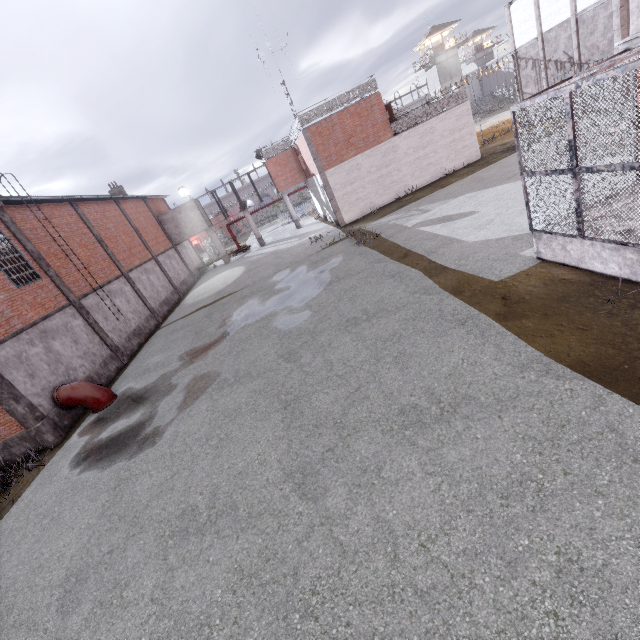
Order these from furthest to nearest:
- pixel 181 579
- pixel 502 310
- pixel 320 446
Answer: pixel 502 310 < pixel 320 446 < pixel 181 579

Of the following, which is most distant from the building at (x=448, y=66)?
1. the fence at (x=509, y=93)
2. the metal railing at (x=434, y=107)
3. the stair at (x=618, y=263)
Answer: the stair at (x=618, y=263)

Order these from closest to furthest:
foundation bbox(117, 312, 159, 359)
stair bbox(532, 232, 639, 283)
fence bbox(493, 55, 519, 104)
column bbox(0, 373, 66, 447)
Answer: stair bbox(532, 232, 639, 283) < column bbox(0, 373, 66, 447) < foundation bbox(117, 312, 159, 359) < fence bbox(493, 55, 519, 104)

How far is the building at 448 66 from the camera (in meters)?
53.25

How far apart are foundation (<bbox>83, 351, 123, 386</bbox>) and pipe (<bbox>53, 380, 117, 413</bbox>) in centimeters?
5cm

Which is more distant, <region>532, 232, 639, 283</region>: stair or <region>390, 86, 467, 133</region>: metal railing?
<region>390, 86, 467, 133</region>: metal railing

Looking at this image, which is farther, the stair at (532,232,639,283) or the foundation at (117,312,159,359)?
the foundation at (117,312,159,359)
